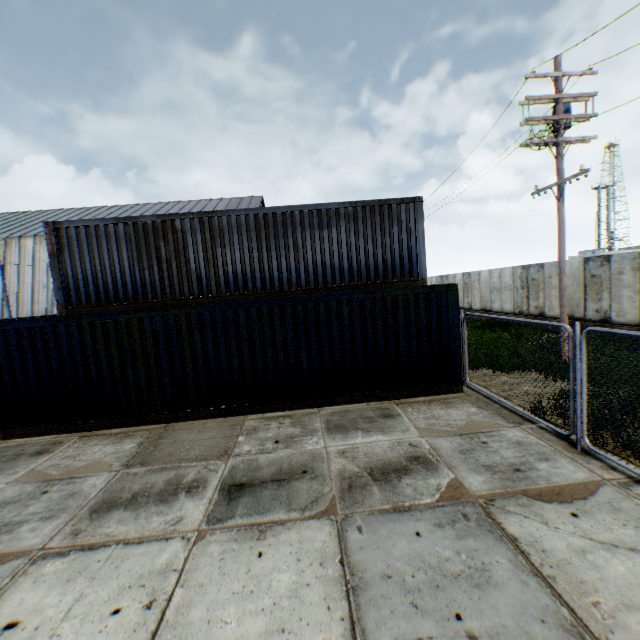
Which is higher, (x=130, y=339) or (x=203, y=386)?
(x=130, y=339)

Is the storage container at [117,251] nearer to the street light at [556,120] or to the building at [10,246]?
the street light at [556,120]

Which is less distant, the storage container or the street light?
the storage container

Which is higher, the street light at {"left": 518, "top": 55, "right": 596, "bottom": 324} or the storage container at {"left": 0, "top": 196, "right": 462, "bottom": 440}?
the street light at {"left": 518, "top": 55, "right": 596, "bottom": 324}

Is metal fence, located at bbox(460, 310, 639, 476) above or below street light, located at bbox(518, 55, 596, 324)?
below

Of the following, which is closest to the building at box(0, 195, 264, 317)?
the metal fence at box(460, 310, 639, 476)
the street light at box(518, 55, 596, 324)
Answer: the metal fence at box(460, 310, 639, 476)

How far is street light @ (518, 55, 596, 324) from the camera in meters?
10.0

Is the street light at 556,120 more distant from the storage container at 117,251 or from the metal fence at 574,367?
the metal fence at 574,367
